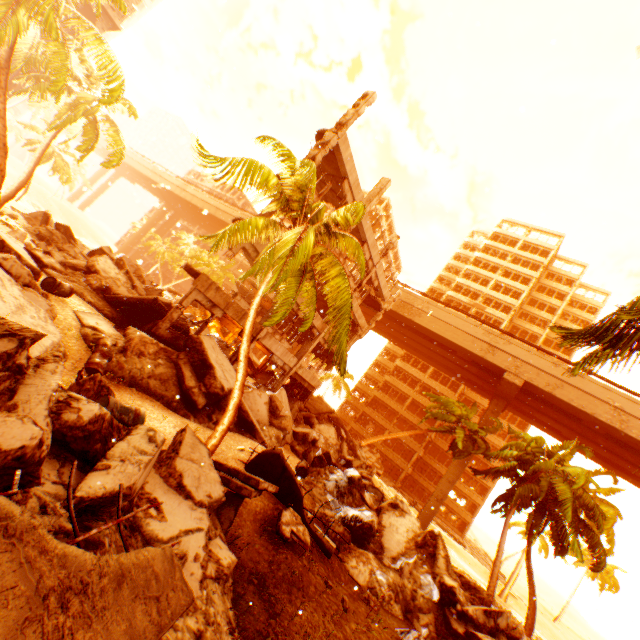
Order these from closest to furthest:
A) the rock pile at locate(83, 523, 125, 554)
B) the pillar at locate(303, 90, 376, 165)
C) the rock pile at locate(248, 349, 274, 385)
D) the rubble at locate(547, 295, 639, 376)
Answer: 1. the rock pile at locate(83, 523, 125, 554)
2. the rubble at locate(547, 295, 639, 376)
3. the pillar at locate(303, 90, 376, 165)
4. the rock pile at locate(248, 349, 274, 385)

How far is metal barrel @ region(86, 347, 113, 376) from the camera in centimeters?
909cm

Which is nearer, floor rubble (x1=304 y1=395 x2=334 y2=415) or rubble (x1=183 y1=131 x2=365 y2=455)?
rubble (x1=183 y1=131 x2=365 y2=455)

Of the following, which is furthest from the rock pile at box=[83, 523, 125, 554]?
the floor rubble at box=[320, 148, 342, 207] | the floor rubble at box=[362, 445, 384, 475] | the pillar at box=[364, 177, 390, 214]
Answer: the floor rubble at box=[320, 148, 342, 207]

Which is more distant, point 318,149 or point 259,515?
point 318,149

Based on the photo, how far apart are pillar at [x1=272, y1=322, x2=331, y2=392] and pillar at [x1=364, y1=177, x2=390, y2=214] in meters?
4.5

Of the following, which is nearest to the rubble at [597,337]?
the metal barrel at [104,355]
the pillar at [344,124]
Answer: the metal barrel at [104,355]

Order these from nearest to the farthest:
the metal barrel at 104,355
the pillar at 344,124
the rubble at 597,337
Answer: the rubble at 597,337
the metal barrel at 104,355
the pillar at 344,124
